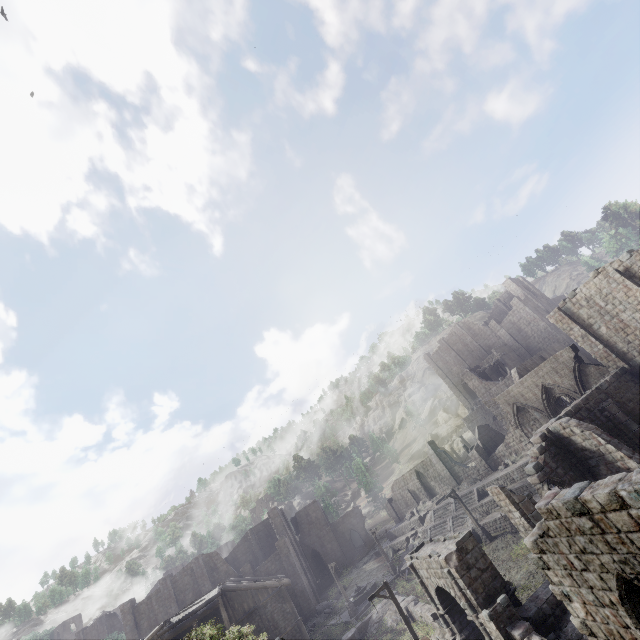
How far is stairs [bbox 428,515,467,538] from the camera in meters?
33.4 m

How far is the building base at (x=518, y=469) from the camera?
28.1 meters

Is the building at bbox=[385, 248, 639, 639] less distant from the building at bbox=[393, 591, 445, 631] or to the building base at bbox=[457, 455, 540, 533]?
the building base at bbox=[457, 455, 540, 533]

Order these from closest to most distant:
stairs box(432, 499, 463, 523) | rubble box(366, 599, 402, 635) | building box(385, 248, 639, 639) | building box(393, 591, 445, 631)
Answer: building box(385, 248, 639, 639), building box(393, 591, 445, 631), rubble box(366, 599, 402, 635), stairs box(432, 499, 463, 523)

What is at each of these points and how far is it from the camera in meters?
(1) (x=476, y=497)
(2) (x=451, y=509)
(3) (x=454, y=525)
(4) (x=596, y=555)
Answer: (1) stairs, 33.5 m
(2) stairs, 36.1 m
(3) stairs, 34.1 m
(4) building, 8.6 m

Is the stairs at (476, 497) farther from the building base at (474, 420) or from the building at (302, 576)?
the building base at (474, 420)

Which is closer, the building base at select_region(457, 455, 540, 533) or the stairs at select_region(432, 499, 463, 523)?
the building base at select_region(457, 455, 540, 533)
